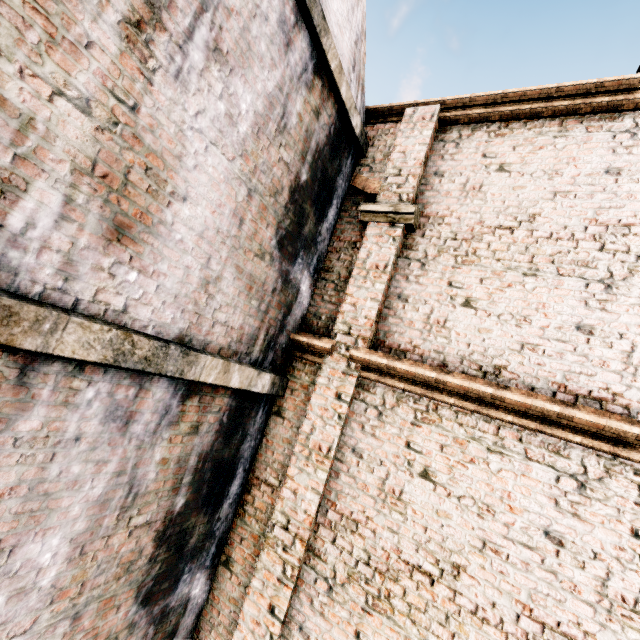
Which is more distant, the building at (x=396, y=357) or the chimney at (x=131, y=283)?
the building at (x=396, y=357)

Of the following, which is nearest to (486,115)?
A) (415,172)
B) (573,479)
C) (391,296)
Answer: (415,172)

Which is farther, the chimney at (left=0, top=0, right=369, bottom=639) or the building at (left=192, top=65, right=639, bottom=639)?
the building at (left=192, top=65, right=639, bottom=639)
